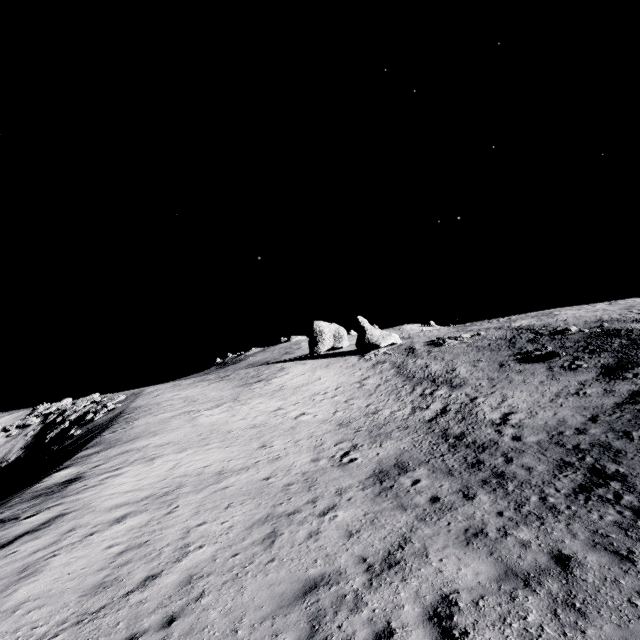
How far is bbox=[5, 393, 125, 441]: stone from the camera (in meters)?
37.88

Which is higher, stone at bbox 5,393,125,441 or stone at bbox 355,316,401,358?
stone at bbox 355,316,401,358

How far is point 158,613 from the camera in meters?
6.5 m

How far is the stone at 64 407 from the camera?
37.9m

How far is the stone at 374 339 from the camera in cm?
4794

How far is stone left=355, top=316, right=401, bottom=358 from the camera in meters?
47.9

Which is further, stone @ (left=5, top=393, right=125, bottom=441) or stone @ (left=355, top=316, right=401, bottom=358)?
stone @ (left=355, top=316, right=401, bottom=358)
